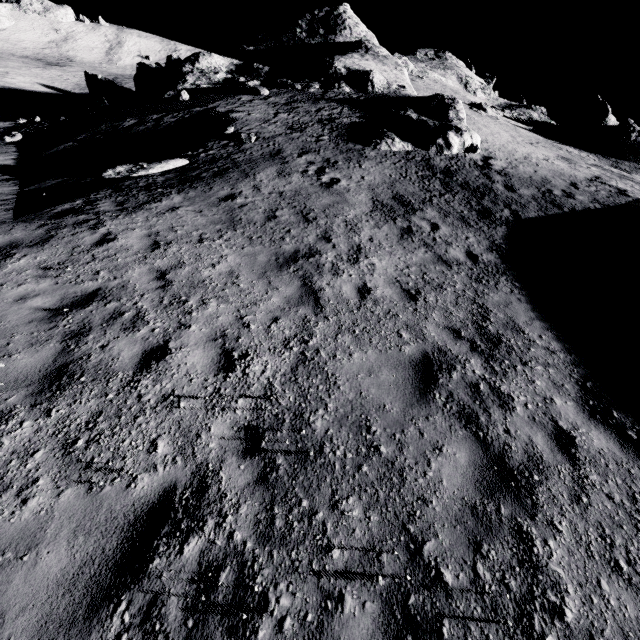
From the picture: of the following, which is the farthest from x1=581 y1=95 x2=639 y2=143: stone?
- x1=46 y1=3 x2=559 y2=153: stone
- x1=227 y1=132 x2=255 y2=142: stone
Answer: x1=227 y1=132 x2=255 y2=142: stone

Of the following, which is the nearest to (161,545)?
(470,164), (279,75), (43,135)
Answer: (470,164)

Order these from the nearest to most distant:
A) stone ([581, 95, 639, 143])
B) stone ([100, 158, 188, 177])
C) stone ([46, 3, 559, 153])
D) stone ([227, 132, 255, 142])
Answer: stone ([100, 158, 188, 177]), stone ([227, 132, 255, 142]), stone ([46, 3, 559, 153]), stone ([581, 95, 639, 143])

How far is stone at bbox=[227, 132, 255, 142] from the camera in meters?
14.9 m

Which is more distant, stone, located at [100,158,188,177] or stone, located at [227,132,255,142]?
stone, located at [227,132,255,142]

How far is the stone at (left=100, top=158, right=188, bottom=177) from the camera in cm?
1123

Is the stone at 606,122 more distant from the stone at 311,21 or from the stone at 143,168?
the stone at 143,168

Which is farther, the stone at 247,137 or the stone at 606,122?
the stone at 606,122
